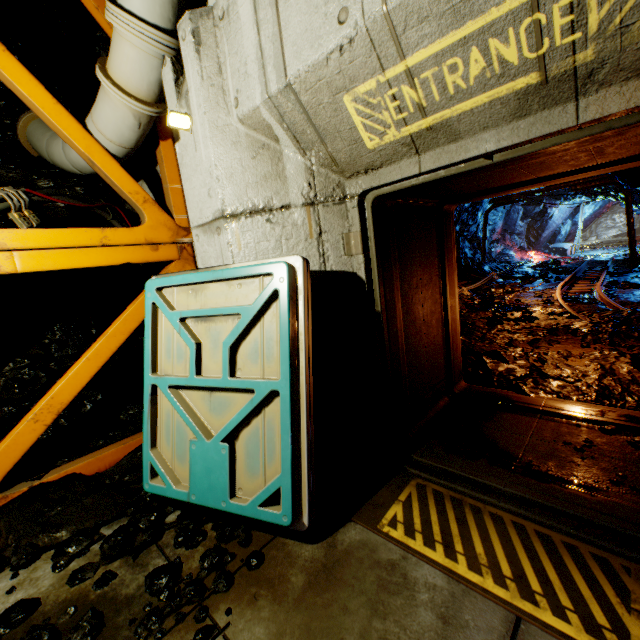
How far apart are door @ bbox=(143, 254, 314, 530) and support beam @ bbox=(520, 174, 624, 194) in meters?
15.2

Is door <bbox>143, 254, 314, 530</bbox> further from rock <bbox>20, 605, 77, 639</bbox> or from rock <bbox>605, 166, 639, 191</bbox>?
rock <bbox>605, 166, 639, 191</bbox>

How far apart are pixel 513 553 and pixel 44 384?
5.2m

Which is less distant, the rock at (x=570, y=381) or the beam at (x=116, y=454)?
the beam at (x=116, y=454)

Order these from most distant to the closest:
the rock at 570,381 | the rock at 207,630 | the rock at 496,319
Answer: the rock at 496,319, the rock at 570,381, the rock at 207,630

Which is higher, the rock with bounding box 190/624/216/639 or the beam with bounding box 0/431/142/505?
the beam with bounding box 0/431/142/505

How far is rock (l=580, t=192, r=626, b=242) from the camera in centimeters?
2157cm

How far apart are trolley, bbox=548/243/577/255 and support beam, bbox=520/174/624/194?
10.28m
